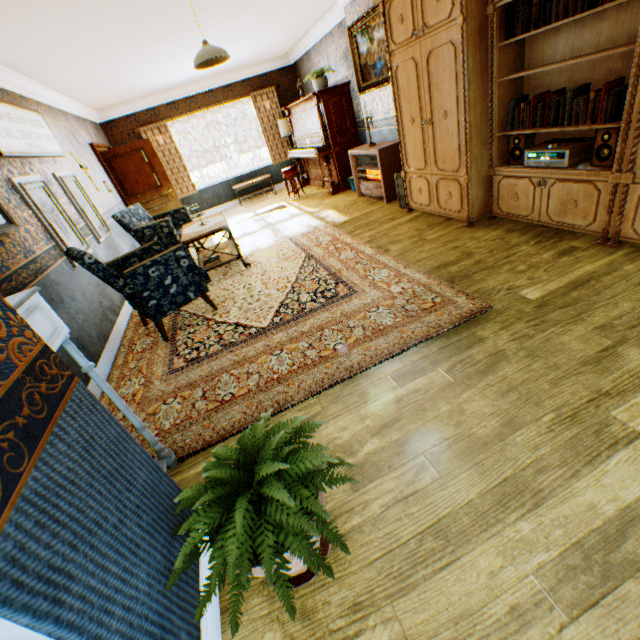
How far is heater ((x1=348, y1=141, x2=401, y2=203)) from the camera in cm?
542

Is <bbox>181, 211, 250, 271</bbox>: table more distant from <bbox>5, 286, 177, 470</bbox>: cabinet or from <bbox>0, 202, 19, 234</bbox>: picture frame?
<bbox>5, 286, 177, 470</bbox>: cabinet

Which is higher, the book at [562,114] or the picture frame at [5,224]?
the picture frame at [5,224]

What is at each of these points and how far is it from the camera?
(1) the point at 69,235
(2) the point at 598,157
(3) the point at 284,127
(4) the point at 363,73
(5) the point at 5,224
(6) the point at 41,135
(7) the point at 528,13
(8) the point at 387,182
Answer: (1) picture frame, 3.95m
(2) speaker, 2.76m
(3) lamp, 9.10m
(4) painting, 5.66m
(5) picture frame, 2.77m
(6) picture frame, 4.25m
(7) book, 2.76m
(8) heater, 5.61m

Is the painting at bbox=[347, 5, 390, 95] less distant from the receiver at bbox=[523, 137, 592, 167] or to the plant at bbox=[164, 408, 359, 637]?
the receiver at bbox=[523, 137, 592, 167]

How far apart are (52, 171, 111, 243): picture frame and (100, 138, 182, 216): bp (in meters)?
2.47

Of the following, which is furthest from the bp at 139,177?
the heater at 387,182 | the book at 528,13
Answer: the book at 528,13

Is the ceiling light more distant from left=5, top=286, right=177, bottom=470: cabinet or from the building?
left=5, top=286, right=177, bottom=470: cabinet
